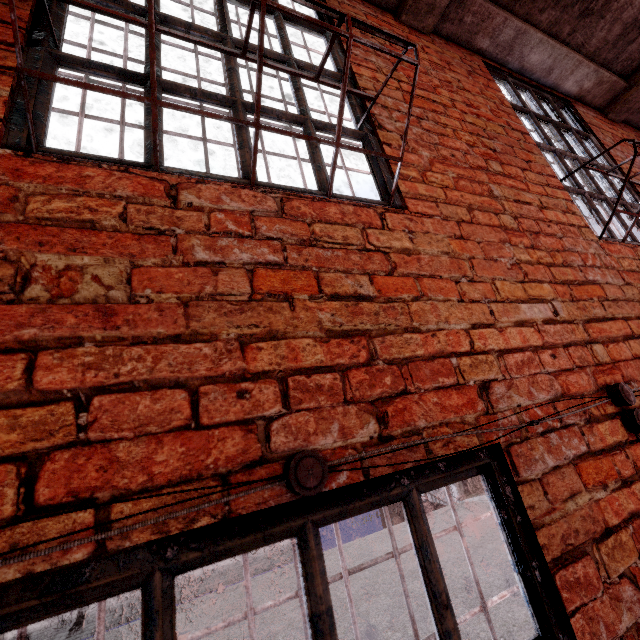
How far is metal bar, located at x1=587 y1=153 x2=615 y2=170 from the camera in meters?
2.9 m

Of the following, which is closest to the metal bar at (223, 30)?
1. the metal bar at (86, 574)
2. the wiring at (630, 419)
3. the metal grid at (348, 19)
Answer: the metal grid at (348, 19)

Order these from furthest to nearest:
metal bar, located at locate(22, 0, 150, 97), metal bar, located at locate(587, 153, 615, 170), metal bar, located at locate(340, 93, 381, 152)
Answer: metal bar, located at locate(587, 153, 615, 170) < metal bar, located at locate(340, 93, 381, 152) < metal bar, located at locate(22, 0, 150, 97)

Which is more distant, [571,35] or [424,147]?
[571,35]

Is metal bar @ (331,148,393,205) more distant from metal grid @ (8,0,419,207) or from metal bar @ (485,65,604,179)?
metal bar @ (485,65,604,179)

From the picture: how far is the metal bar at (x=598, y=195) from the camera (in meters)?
2.42

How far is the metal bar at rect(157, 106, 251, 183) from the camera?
1.1 meters
